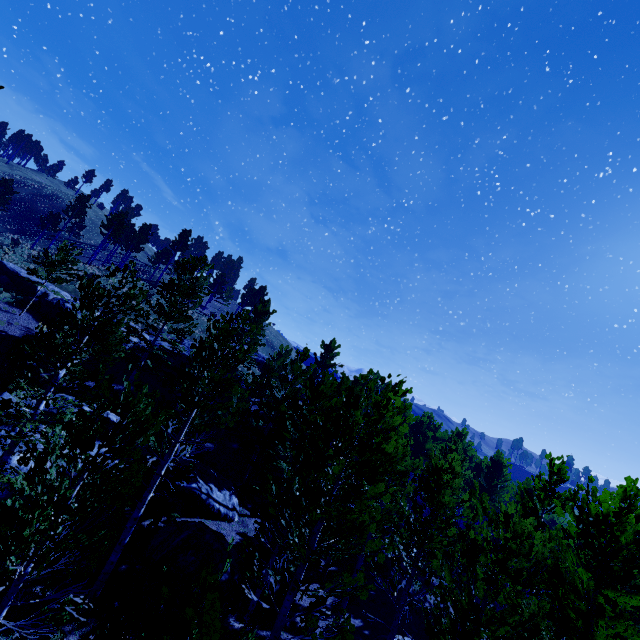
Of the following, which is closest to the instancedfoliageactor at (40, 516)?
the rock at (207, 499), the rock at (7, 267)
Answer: the rock at (207, 499)

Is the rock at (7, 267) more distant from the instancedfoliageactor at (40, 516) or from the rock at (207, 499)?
the instancedfoliageactor at (40, 516)

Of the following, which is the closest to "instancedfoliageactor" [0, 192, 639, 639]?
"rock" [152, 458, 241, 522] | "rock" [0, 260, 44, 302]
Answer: "rock" [152, 458, 241, 522]

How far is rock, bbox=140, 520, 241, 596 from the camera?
12.4m

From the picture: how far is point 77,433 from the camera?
4.87m

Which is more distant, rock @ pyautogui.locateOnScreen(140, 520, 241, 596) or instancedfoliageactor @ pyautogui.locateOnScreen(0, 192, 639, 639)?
rock @ pyautogui.locateOnScreen(140, 520, 241, 596)

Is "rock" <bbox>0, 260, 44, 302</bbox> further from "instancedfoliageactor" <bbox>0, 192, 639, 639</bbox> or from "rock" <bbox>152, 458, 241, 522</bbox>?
"instancedfoliageactor" <bbox>0, 192, 639, 639</bbox>
